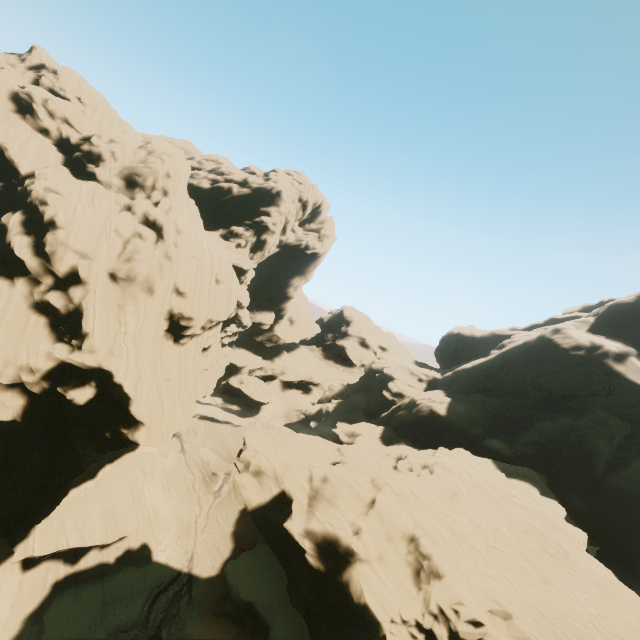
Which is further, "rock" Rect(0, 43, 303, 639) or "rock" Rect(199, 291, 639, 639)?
"rock" Rect(0, 43, 303, 639)

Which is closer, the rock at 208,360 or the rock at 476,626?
the rock at 476,626

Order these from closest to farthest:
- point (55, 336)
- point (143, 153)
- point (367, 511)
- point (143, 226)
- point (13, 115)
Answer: point (367, 511) < point (55, 336) < point (143, 226) < point (13, 115) < point (143, 153)
